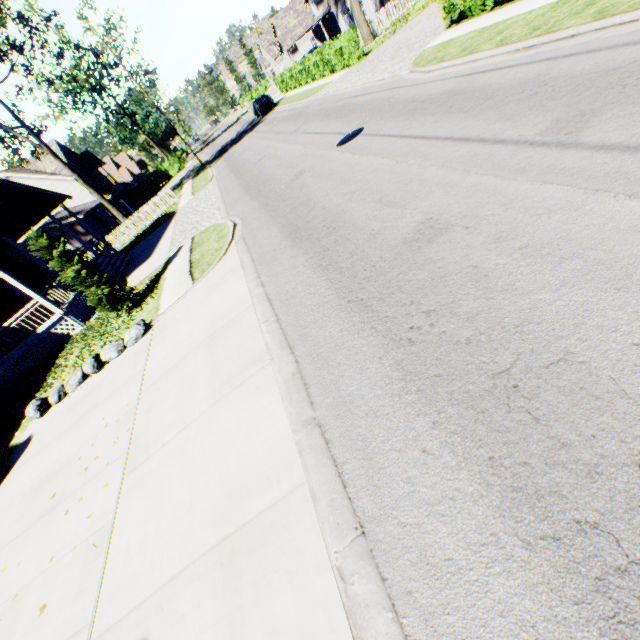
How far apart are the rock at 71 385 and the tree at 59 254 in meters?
1.9 m

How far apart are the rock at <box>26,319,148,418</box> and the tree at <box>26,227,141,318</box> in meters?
1.9

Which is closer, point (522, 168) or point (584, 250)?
point (584, 250)

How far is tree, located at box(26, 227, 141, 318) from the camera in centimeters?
1013cm

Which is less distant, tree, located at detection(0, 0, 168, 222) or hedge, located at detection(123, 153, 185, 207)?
tree, located at detection(0, 0, 168, 222)

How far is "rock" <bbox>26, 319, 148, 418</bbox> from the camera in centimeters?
934cm

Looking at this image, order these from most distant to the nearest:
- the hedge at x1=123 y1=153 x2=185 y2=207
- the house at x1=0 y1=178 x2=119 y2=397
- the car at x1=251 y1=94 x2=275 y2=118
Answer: the hedge at x1=123 y1=153 x2=185 y2=207 → the car at x1=251 y1=94 x2=275 y2=118 → the house at x1=0 y1=178 x2=119 y2=397

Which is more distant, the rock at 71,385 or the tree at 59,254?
the tree at 59,254
